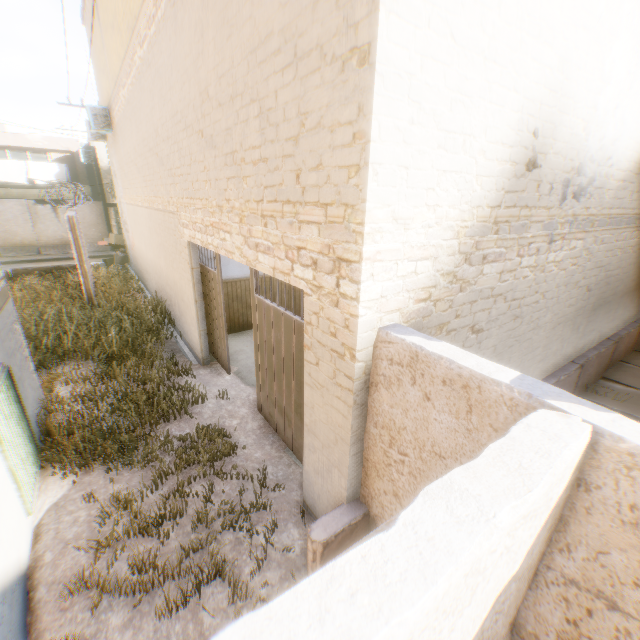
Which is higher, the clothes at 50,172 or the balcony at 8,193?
the clothes at 50,172

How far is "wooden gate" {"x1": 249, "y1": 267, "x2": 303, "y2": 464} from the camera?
4.1m

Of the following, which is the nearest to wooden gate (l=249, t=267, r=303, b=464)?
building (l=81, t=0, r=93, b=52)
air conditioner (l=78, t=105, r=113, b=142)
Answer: building (l=81, t=0, r=93, b=52)

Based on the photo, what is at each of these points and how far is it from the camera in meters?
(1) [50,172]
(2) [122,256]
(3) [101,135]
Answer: (1) clothes, 21.6
(2) trash bag, 17.1
(3) air conditioner, 14.9

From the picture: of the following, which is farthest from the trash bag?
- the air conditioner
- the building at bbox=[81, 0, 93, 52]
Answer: the air conditioner

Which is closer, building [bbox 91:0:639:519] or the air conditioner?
building [bbox 91:0:639:519]

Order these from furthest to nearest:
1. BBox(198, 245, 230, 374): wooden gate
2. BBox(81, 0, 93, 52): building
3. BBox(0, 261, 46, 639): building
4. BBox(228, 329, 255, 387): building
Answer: BBox(81, 0, 93, 52): building < BBox(228, 329, 255, 387): building < BBox(198, 245, 230, 374): wooden gate < BBox(0, 261, 46, 639): building

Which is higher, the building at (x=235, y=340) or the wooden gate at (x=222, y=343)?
the wooden gate at (x=222, y=343)
